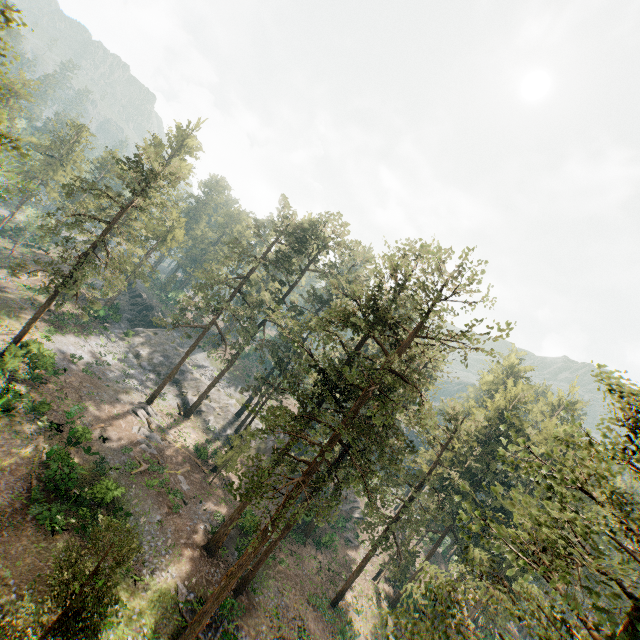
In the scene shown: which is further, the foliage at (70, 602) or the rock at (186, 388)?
the rock at (186, 388)

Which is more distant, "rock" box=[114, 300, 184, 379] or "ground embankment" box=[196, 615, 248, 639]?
"rock" box=[114, 300, 184, 379]

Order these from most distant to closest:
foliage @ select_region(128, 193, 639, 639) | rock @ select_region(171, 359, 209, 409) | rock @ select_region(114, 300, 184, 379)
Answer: rock @ select_region(114, 300, 184, 379), rock @ select_region(171, 359, 209, 409), foliage @ select_region(128, 193, 639, 639)

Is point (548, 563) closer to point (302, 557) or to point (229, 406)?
point (302, 557)

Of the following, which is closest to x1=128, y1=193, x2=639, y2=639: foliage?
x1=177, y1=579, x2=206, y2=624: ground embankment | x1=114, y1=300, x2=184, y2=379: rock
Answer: x1=114, y1=300, x2=184, y2=379: rock

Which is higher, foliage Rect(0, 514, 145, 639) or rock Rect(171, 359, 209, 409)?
foliage Rect(0, 514, 145, 639)

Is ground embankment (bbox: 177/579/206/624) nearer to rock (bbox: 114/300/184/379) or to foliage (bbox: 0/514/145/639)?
foliage (bbox: 0/514/145/639)

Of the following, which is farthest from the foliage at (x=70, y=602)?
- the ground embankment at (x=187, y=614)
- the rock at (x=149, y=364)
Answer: the ground embankment at (x=187, y=614)
